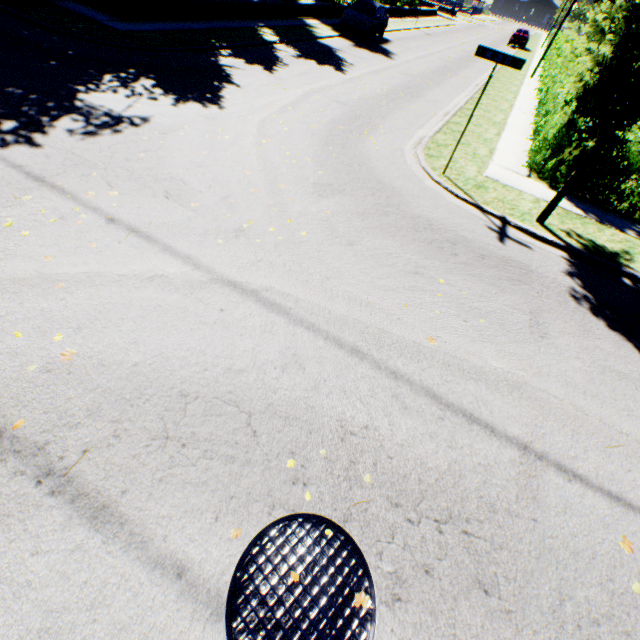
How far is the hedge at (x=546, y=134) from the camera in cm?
866

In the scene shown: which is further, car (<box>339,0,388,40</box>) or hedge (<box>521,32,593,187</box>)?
car (<box>339,0,388,40</box>)

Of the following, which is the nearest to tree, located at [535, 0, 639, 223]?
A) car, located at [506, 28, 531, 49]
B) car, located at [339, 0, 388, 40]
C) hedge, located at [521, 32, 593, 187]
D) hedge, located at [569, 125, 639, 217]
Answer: hedge, located at [569, 125, 639, 217]

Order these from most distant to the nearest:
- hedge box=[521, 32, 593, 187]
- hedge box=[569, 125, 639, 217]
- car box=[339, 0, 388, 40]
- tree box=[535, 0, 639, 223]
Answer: car box=[339, 0, 388, 40] → hedge box=[521, 32, 593, 187] → hedge box=[569, 125, 639, 217] → tree box=[535, 0, 639, 223]

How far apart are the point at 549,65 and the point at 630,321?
26.5 meters

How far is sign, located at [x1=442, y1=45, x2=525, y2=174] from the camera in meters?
6.4 m

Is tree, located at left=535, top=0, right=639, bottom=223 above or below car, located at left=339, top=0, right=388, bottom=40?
above

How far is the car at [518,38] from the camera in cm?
3566
